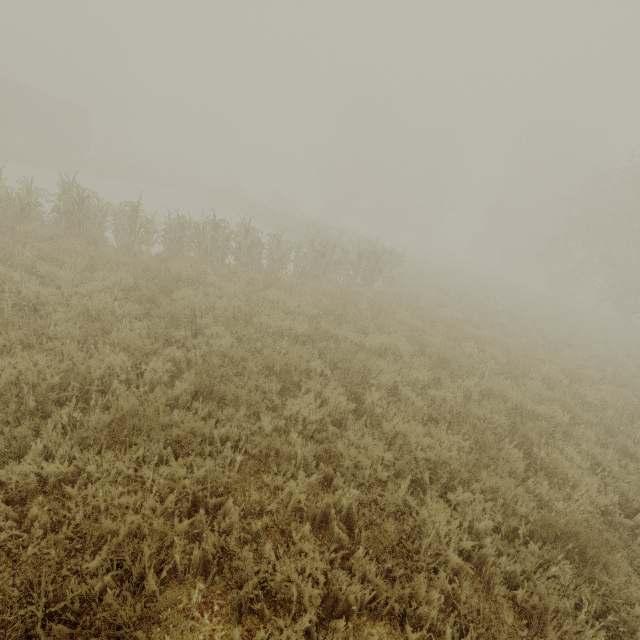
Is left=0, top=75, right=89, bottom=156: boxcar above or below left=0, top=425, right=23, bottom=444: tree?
above

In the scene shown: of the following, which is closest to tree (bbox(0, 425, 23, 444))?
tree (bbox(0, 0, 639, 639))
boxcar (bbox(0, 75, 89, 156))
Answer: tree (bbox(0, 0, 639, 639))

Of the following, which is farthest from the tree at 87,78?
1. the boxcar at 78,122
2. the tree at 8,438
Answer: the boxcar at 78,122

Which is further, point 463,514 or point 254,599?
point 463,514

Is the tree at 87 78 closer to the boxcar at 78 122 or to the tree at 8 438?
the tree at 8 438

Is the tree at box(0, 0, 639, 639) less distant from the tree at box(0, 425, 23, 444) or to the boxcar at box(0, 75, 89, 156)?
the tree at box(0, 425, 23, 444)

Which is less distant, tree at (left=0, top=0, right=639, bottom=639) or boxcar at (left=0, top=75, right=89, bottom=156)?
tree at (left=0, top=0, right=639, bottom=639)

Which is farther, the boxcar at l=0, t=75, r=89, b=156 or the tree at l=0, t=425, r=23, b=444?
the boxcar at l=0, t=75, r=89, b=156
